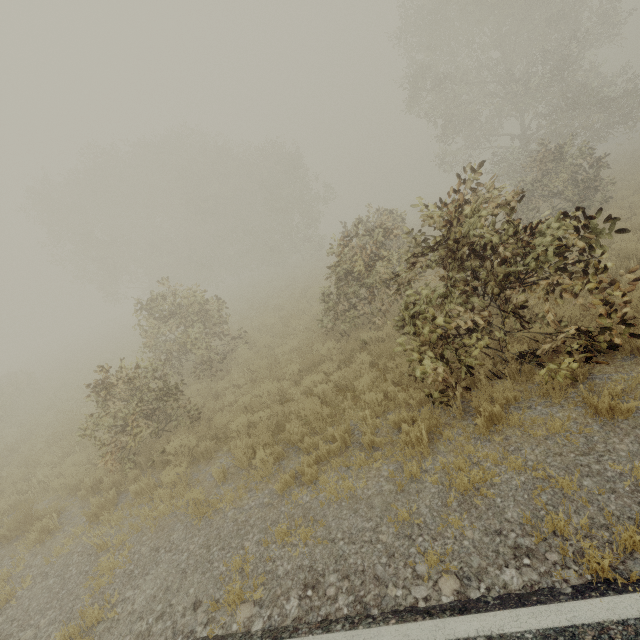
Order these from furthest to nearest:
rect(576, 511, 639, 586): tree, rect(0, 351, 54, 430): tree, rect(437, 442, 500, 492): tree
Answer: rect(0, 351, 54, 430): tree < rect(437, 442, 500, 492): tree < rect(576, 511, 639, 586): tree

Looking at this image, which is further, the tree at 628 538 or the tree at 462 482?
the tree at 462 482

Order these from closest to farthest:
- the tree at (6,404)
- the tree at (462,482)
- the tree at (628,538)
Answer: the tree at (628,538), the tree at (462,482), the tree at (6,404)

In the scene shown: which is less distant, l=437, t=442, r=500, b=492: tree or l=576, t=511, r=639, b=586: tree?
l=576, t=511, r=639, b=586: tree

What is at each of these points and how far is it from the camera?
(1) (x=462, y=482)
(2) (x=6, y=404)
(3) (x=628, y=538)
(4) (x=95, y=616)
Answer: (1) tree, 4.1m
(2) tree, 15.8m
(3) tree, 3.0m
(4) tree, 4.2m

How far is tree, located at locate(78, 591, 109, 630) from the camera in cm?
421
